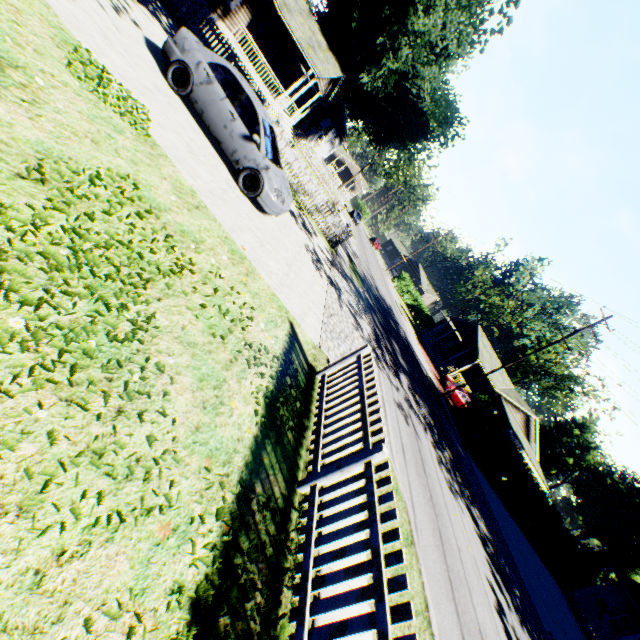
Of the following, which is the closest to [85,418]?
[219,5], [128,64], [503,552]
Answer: [128,64]

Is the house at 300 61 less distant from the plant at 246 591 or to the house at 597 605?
the plant at 246 591

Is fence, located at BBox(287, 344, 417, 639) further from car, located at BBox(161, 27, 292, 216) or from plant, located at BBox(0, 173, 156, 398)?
car, located at BBox(161, 27, 292, 216)

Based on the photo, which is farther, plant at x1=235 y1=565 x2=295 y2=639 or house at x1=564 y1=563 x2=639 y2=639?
house at x1=564 y1=563 x2=639 y2=639

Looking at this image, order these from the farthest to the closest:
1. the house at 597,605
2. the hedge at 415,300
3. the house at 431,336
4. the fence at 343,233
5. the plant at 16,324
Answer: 1. the hedge at 415,300
2. the house at 431,336
3. the house at 597,605
4. the fence at 343,233
5. the plant at 16,324

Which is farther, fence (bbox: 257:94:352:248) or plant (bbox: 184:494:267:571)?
fence (bbox: 257:94:352:248)

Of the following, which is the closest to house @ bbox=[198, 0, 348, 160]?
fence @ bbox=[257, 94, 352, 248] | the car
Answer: fence @ bbox=[257, 94, 352, 248]

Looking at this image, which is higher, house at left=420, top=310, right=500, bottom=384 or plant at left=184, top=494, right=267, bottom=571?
→ house at left=420, top=310, right=500, bottom=384
